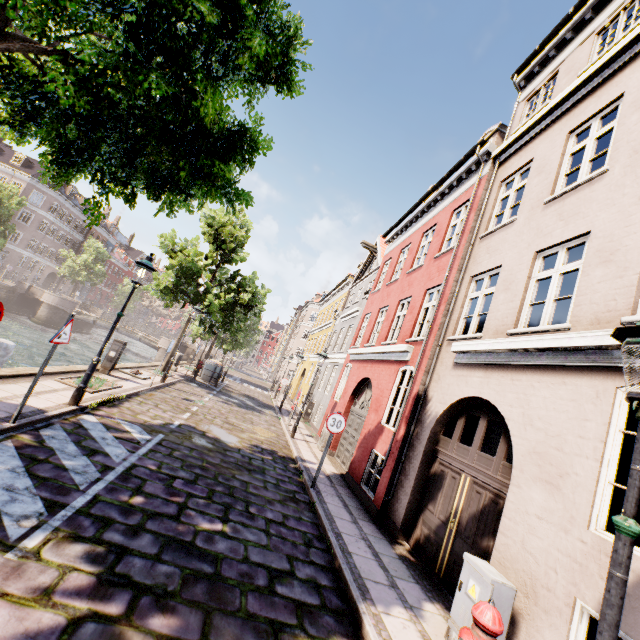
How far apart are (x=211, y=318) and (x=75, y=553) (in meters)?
15.60

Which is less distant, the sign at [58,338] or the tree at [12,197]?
the sign at [58,338]

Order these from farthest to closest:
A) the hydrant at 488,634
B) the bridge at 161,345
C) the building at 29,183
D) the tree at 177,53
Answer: the building at 29,183
the bridge at 161,345
the tree at 177,53
the hydrant at 488,634

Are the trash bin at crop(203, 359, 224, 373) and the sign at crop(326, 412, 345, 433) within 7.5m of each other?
no

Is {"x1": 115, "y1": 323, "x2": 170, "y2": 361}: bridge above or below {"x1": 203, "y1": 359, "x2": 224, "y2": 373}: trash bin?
below

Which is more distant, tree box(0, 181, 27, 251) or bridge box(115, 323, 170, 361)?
bridge box(115, 323, 170, 361)

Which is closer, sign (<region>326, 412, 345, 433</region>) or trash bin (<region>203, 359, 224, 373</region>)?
sign (<region>326, 412, 345, 433</region>)

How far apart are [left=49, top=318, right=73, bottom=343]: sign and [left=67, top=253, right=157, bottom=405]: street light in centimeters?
167cm
